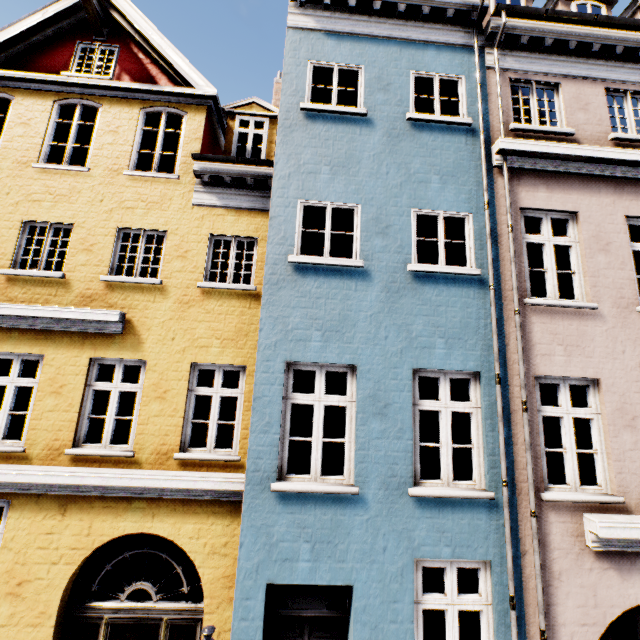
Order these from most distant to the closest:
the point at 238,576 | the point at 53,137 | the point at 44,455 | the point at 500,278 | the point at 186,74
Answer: the point at 53,137
the point at 186,74
the point at 44,455
the point at 500,278
the point at 238,576
